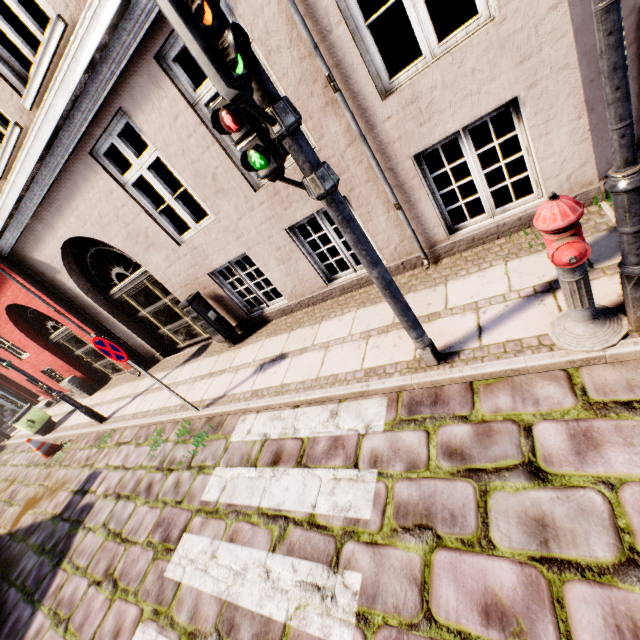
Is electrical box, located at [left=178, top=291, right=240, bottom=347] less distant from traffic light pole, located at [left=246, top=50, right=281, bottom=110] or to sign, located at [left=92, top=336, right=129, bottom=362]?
sign, located at [left=92, top=336, right=129, bottom=362]

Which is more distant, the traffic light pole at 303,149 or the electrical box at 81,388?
the electrical box at 81,388

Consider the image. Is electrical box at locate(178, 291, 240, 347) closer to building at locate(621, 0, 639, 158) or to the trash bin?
building at locate(621, 0, 639, 158)

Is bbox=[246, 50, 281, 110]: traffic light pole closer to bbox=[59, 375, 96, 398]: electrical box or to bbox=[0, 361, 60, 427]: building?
bbox=[0, 361, 60, 427]: building

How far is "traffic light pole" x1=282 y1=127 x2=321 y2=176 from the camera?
2.1 meters

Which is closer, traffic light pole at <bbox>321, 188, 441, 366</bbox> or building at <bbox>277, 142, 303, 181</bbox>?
traffic light pole at <bbox>321, 188, 441, 366</bbox>

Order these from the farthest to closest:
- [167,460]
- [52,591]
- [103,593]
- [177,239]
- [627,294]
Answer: [177,239]
[167,460]
[52,591]
[103,593]
[627,294]

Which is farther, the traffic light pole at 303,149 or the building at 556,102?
the building at 556,102
